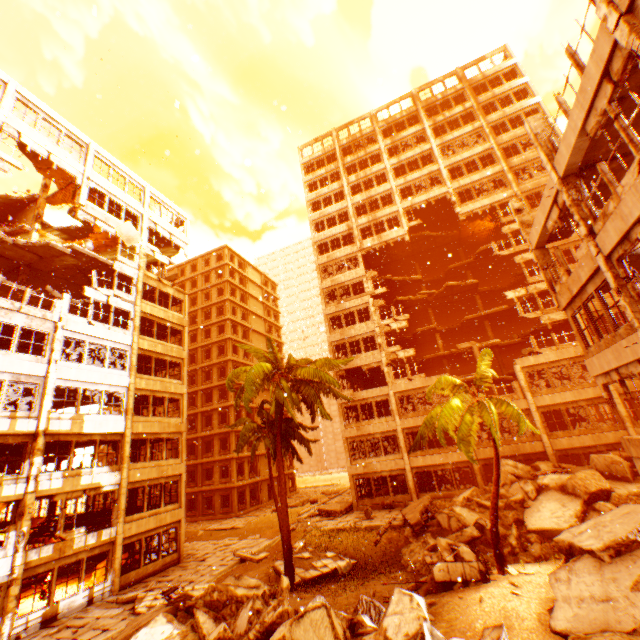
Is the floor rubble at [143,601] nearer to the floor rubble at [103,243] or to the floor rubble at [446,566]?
the floor rubble at [446,566]

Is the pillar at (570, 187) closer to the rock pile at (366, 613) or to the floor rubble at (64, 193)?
the rock pile at (366, 613)

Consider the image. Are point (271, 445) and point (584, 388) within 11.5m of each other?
no

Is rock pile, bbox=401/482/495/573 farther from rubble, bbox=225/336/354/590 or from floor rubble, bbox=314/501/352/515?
floor rubble, bbox=314/501/352/515

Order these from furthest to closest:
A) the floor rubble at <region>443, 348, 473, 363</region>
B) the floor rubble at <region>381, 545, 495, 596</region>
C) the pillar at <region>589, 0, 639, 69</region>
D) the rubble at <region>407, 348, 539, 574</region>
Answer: the floor rubble at <region>443, 348, 473, 363</region>, the rubble at <region>407, 348, 539, 574</region>, the floor rubble at <region>381, 545, 495, 596</region>, the pillar at <region>589, 0, 639, 69</region>

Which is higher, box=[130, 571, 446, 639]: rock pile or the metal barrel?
box=[130, 571, 446, 639]: rock pile

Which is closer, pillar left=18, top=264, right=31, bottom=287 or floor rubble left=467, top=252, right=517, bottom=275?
pillar left=18, top=264, right=31, bottom=287

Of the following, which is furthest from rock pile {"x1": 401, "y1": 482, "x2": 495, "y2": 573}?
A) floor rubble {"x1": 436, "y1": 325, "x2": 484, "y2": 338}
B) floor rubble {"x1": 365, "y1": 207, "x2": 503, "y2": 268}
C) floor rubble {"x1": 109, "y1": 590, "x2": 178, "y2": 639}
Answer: floor rubble {"x1": 436, "y1": 325, "x2": 484, "y2": 338}
